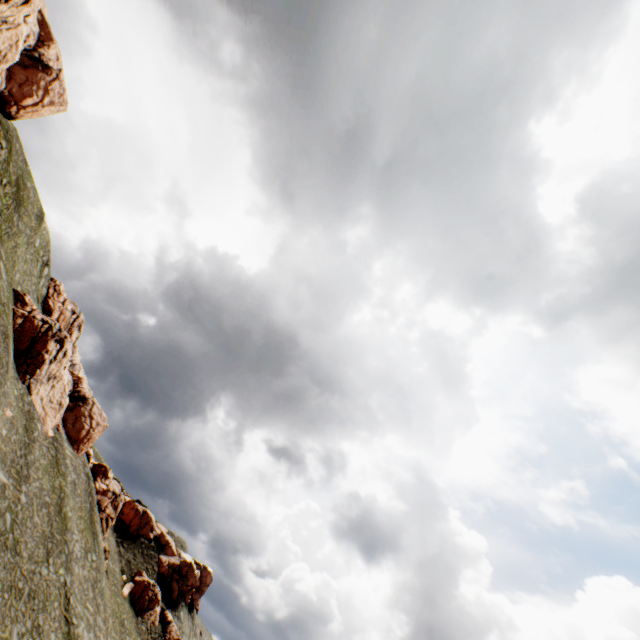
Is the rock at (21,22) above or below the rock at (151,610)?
above

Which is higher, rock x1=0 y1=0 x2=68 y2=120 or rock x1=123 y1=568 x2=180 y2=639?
rock x1=0 y1=0 x2=68 y2=120

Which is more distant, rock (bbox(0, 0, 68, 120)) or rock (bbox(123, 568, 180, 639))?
rock (bbox(123, 568, 180, 639))

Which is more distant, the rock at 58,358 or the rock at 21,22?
the rock at 58,358

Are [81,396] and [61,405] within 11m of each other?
yes

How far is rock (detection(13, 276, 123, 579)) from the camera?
38.8m

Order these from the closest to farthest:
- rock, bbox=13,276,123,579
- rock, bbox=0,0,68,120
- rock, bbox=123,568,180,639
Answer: rock, bbox=0,0,68,120 → rock, bbox=13,276,123,579 → rock, bbox=123,568,180,639
